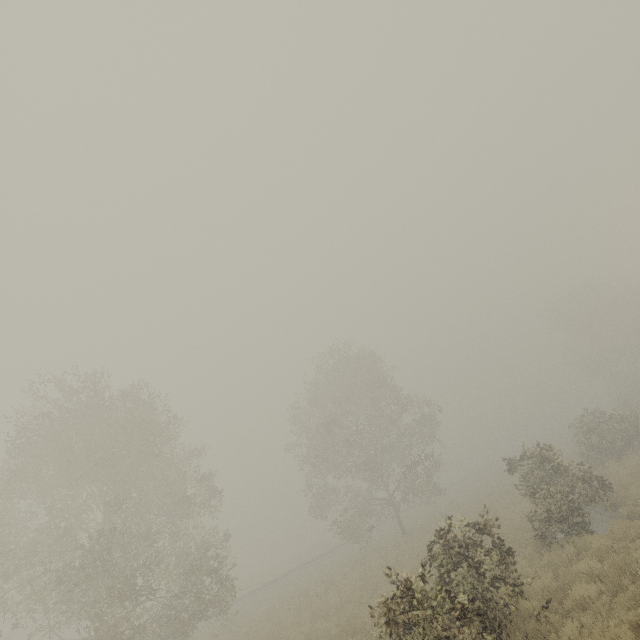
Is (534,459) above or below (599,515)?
above
